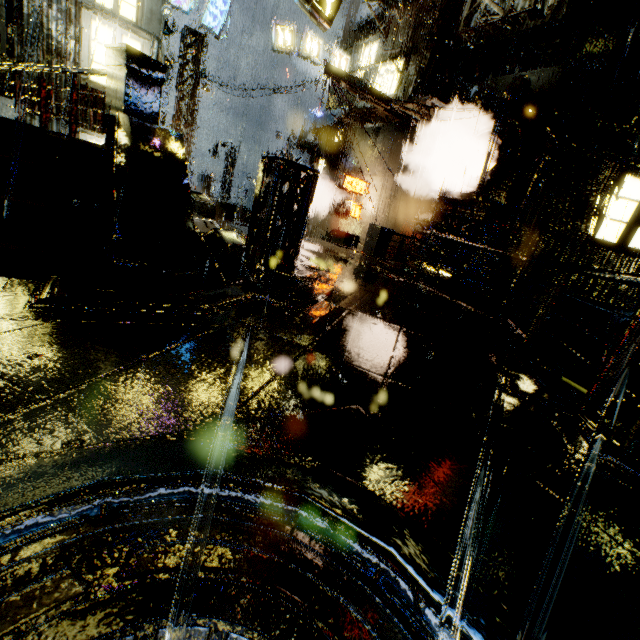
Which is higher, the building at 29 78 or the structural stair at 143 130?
the building at 29 78

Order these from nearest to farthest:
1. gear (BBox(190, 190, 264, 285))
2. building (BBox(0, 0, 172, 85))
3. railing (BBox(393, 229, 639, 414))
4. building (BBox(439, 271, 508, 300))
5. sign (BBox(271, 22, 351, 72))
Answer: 1. railing (BBox(393, 229, 639, 414))
2. gear (BBox(190, 190, 264, 285))
3. building (BBox(0, 0, 172, 85))
4. building (BBox(439, 271, 508, 300))
5. sign (BBox(271, 22, 351, 72))

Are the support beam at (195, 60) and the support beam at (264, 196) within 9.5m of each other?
no

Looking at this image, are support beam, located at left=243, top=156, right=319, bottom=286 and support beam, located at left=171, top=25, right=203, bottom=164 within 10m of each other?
no

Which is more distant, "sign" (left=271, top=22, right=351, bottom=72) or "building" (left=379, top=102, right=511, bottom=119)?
"sign" (left=271, top=22, right=351, bottom=72)

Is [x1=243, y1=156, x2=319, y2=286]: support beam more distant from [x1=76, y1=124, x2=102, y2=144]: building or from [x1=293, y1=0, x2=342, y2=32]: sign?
[x1=293, y1=0, x2=342, y2=32]: sign

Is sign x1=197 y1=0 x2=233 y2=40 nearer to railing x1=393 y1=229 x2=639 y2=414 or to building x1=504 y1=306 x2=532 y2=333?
building x1=504 y1=306 x2=532 y2=333

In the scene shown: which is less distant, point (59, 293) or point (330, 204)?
point (59, 293)
